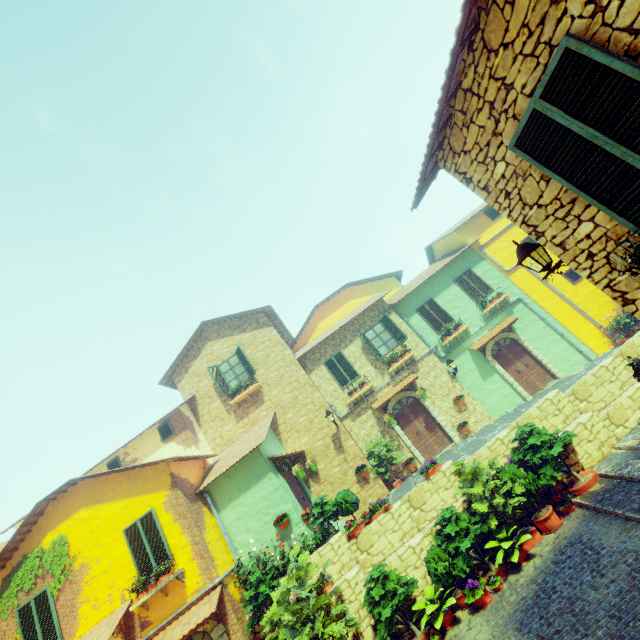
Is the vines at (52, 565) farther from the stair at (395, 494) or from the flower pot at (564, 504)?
the flower pot at (564, 504)

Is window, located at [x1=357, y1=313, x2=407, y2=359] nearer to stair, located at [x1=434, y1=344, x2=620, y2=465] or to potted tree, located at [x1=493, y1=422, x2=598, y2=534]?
stair, located at [x1=434, y1=344, x2=620, y2=465]

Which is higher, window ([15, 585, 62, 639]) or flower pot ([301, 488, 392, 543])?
window ([15, 585, 62, 639])

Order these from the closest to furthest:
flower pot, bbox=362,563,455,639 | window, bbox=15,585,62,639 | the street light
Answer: the street light, flower pot, bbox=362,563,455,639, window, bbox=15,585,62,639

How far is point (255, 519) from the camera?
10.9 meters

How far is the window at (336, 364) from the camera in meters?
15.5

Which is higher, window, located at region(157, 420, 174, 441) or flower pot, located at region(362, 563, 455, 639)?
window, located at region(157, 420, 174, 441)

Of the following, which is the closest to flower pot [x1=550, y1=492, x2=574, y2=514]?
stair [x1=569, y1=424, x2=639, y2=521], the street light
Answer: stair [x1=569, y1=424, x2=639, y2=521]
